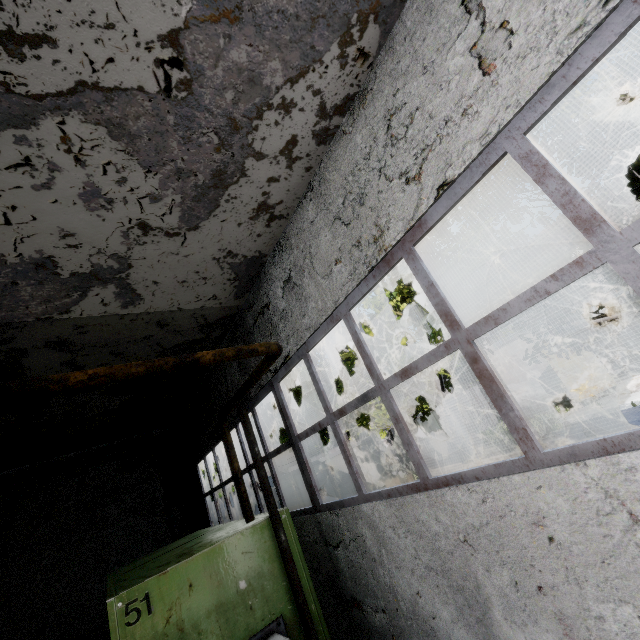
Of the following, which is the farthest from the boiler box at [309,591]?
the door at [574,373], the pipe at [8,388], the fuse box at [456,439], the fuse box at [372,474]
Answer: the door at [574,373]

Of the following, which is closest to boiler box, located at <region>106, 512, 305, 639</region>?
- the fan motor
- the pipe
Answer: the fan motor

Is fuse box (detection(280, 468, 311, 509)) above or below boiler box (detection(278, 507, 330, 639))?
above

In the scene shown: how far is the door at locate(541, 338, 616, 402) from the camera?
19.4m

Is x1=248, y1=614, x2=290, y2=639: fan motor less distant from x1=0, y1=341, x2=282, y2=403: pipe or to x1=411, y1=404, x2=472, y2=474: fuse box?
x1=0, y1=341, x2=282, y2=403: pipe

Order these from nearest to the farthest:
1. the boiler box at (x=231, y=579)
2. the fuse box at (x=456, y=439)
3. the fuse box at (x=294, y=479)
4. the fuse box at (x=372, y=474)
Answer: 1. the boiler box at (x=231, y=579)
2. the fuse box at (x=294, y=479)
3. the fuse box at (x=372, y=474)
4. the fuse box at (x=456, y=439)

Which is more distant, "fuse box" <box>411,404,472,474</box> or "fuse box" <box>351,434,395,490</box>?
"fuse box" <box>411,404,472,474</box>

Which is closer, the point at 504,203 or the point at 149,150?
the point at 149,150
